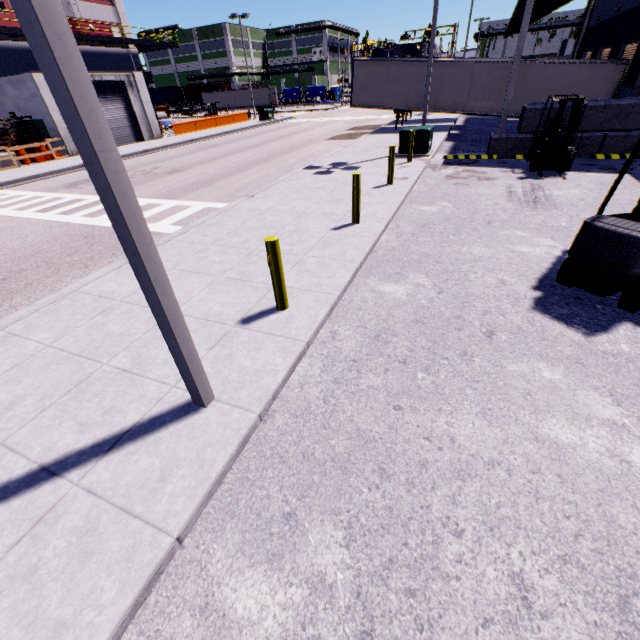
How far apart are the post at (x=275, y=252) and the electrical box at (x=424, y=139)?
12.6m

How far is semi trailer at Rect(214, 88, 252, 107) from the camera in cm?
5772

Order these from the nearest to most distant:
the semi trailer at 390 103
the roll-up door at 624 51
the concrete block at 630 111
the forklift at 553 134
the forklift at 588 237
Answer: the forklift at 588 237
the forklift at 553 134
the concrete block at 630 111
the roll-up door at 624 51
the semi trailer at 390 103

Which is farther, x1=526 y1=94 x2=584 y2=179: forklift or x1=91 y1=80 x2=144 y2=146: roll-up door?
x1=91 y1=80 x2=144 y2=146: roll-up door

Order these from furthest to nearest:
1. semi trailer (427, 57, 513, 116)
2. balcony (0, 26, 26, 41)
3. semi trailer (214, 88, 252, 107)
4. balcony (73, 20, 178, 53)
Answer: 1. semi trailer (214, 88, 252, 107)
2. balcony (73, 20, 178, 53)
3. balcony (0, 26, 26, 41)
4. semi trailer (427, 57, 513, 116)

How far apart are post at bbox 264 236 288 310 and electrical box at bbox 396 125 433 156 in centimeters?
1259cm

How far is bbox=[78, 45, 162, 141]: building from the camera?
25.7m

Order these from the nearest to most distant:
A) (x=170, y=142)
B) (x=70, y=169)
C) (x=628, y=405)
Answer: (x=628, y=405) < (x=70, y=169) < (x=170, y=142)
